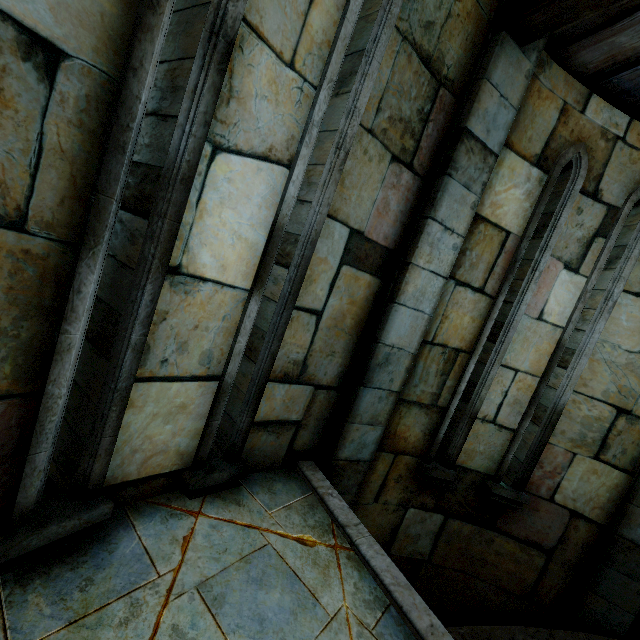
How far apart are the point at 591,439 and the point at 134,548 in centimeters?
439cm
